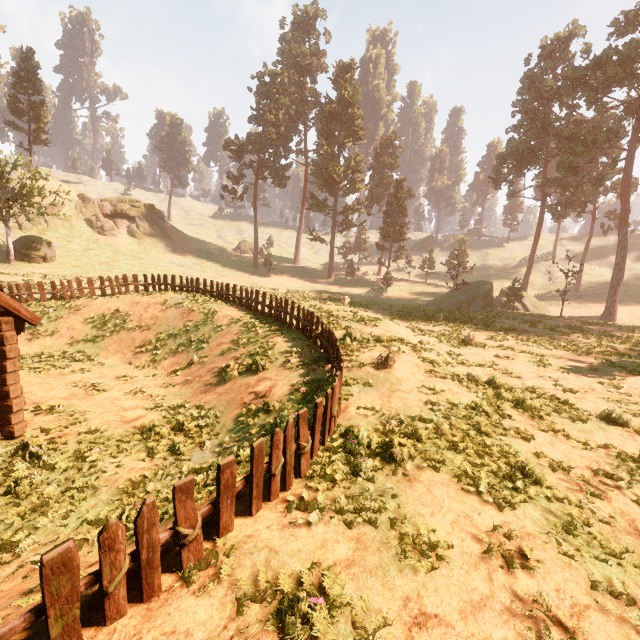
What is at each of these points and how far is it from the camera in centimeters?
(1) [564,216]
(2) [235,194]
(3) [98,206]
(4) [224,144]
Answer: (1) treerock, 3559cm
(2) treerock, 5162cm
(3) rock, 4781cm
(4) treerock, 4738cm

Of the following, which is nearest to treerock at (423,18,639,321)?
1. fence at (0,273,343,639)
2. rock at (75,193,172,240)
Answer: fence at (0,273,343,639)

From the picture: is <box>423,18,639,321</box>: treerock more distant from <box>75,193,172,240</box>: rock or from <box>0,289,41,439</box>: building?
<box>75,193,172,240</box>: rock

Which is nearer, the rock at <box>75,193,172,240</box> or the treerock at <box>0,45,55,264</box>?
the treerock at <box>0,45,55,264</box>

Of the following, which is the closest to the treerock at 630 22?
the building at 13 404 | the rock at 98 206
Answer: the building at 13 404

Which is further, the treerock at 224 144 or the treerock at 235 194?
the treerock at 235 194

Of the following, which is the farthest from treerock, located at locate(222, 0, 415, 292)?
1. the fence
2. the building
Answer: the fence
